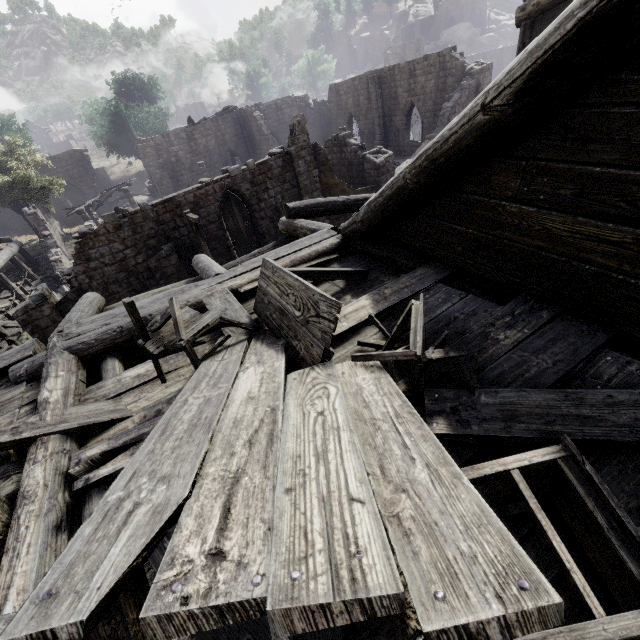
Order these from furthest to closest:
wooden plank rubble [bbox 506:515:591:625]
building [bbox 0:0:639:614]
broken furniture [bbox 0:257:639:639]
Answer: building [bbox 0:0:639:614]
wooden plank rubble [bbox 506:515:591:625]
broken furniture [bbox 0:257:639:639]

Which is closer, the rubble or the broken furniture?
the broken furniture

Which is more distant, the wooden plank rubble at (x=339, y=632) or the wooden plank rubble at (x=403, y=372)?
the wooden plank rubble at (x=403, y=372)

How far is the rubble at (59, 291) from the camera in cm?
1970

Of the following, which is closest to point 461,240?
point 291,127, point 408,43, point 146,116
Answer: point 291,127

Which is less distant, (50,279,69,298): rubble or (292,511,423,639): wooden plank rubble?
(292,511,423,639): wooden plank rubble

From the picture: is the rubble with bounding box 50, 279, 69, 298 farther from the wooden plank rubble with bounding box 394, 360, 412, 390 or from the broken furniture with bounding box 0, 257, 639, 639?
the wooden plank rubble with bounding box 394, 360, 412, 390
